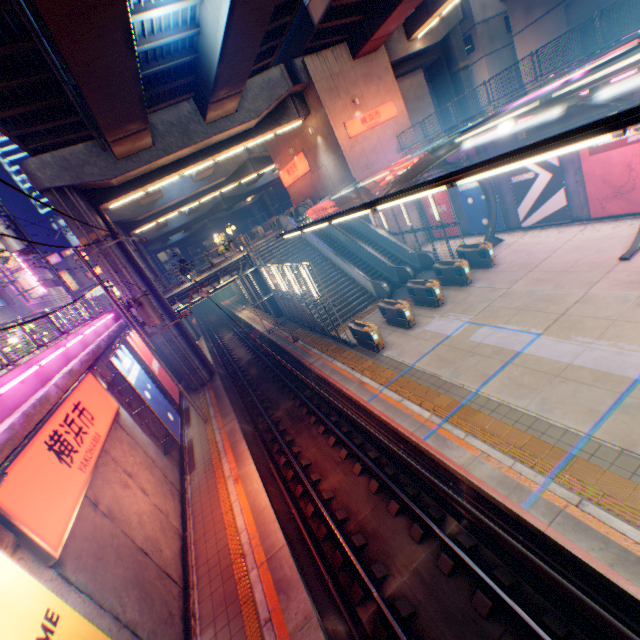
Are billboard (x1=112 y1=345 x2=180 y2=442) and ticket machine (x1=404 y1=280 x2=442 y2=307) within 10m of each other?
no

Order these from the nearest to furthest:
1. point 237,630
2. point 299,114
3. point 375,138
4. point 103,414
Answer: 1. point 237,630
2. point 103,414
3. point 299,114
4. point 375,138

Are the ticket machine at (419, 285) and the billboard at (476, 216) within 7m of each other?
no

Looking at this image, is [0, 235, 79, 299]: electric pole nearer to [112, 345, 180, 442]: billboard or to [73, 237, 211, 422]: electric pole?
[73, 237, 211, 422]: electric pole

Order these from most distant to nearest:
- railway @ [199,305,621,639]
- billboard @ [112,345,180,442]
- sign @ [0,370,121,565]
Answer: billboard @ [112,345,180,442]
railway @ [199,305,621,639]
sign @ [0,370,121,565]

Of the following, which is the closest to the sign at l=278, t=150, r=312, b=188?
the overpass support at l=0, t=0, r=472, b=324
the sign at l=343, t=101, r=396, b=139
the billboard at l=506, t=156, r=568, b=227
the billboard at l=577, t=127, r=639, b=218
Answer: the overpass support at l=0, t=0, r=472, b=324

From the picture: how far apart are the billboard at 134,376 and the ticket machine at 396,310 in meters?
10.9

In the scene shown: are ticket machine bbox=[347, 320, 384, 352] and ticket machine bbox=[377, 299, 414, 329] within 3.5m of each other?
yes
